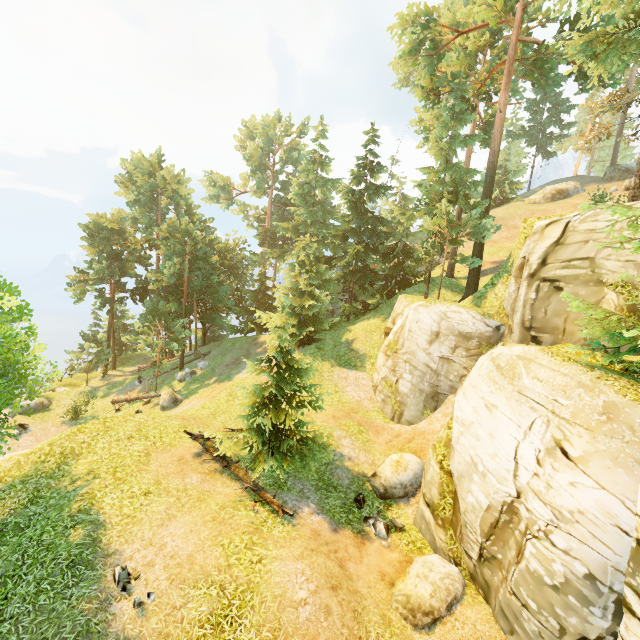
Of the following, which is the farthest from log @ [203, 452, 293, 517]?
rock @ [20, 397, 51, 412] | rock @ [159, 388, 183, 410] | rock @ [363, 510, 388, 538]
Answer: rock @ [20, 397, 51, 412]

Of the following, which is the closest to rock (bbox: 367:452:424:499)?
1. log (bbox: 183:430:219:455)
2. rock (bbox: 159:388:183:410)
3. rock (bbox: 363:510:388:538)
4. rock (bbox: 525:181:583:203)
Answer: rock (bbox: 363:510:388:538)

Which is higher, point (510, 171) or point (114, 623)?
point (510, 171)

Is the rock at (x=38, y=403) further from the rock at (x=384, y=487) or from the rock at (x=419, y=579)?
the rock at (x=419, y=579)

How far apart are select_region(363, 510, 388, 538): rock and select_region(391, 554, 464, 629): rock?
0.9 meters

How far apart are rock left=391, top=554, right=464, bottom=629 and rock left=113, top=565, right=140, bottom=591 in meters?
6.9

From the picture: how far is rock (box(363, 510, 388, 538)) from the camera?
11.6 meters

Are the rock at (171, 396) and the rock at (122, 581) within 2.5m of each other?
no
